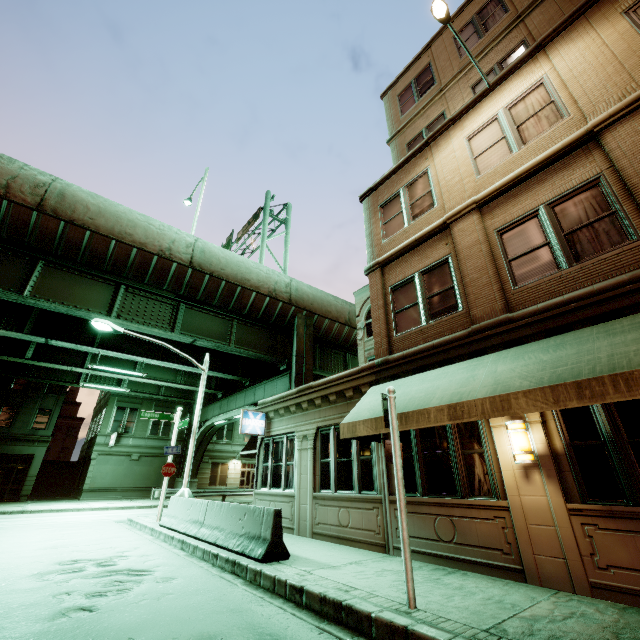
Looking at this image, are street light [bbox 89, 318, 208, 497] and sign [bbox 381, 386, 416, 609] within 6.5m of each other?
no

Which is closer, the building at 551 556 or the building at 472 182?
the building at 551 556

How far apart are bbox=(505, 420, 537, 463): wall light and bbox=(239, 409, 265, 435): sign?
9.7m

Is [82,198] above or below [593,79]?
above

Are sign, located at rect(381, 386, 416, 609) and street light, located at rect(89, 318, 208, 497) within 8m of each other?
no

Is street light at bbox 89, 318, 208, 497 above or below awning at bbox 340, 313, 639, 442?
above

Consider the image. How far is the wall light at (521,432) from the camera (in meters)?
5.91

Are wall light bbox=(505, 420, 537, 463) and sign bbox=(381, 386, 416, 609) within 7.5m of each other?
yes
